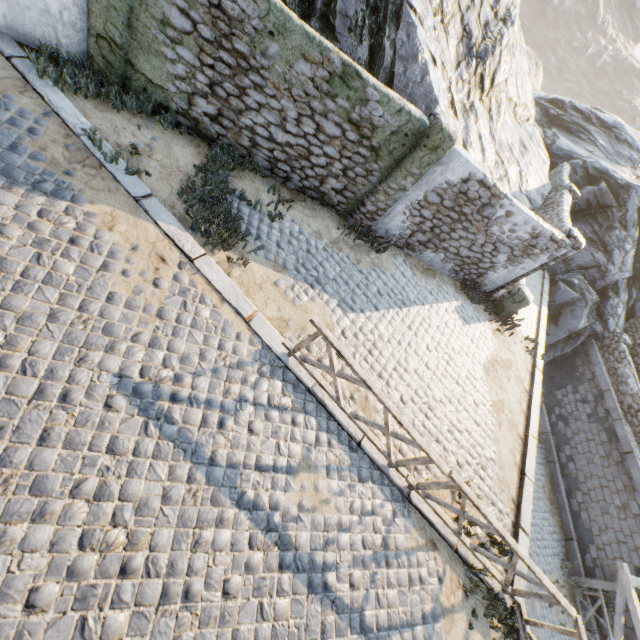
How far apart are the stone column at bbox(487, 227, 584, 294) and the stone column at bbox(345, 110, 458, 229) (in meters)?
5.10

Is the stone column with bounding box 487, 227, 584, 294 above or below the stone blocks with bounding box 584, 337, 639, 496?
above

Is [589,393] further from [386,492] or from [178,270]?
[178,270]

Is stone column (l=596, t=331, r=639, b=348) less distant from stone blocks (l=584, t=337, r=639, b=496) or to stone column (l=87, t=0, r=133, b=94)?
stone blocks (l=584, t=337, r=639, b=496)

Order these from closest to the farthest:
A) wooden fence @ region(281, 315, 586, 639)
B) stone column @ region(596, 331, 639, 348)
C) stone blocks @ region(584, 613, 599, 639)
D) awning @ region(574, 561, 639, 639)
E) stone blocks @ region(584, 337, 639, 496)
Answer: wooden fence @ region(281, 315, 586, 639) < awning @ region(574, 561, 639, 639) < stone blocks @ region(584, 613, 599, 639) < stone blocks @ region(584, 337, 639, 496) < stone column @ region(596, 331, 639, 348)

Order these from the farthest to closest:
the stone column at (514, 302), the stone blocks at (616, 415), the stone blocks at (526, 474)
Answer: the stone blocks at (616, 415) → the stone column at (514, 302) → the stone blocks at (526, 474)

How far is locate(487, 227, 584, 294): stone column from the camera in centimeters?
953cm

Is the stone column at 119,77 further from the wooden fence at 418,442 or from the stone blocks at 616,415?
the wooden fence at 418,442
